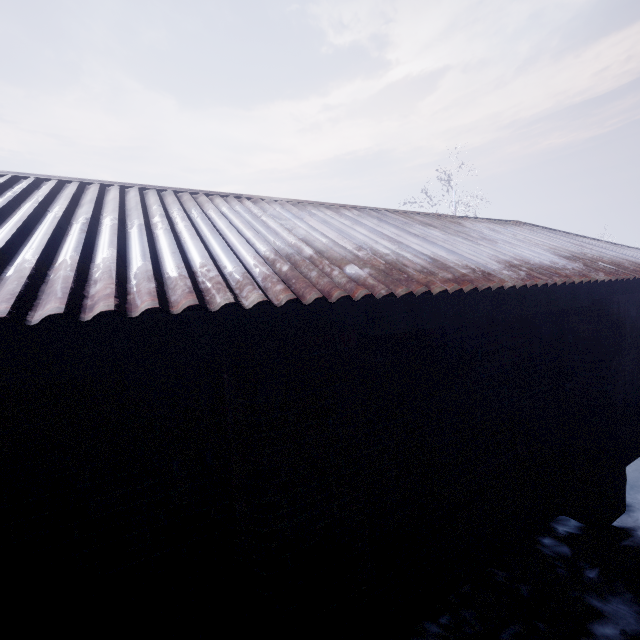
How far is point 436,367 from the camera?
2.3 meters
